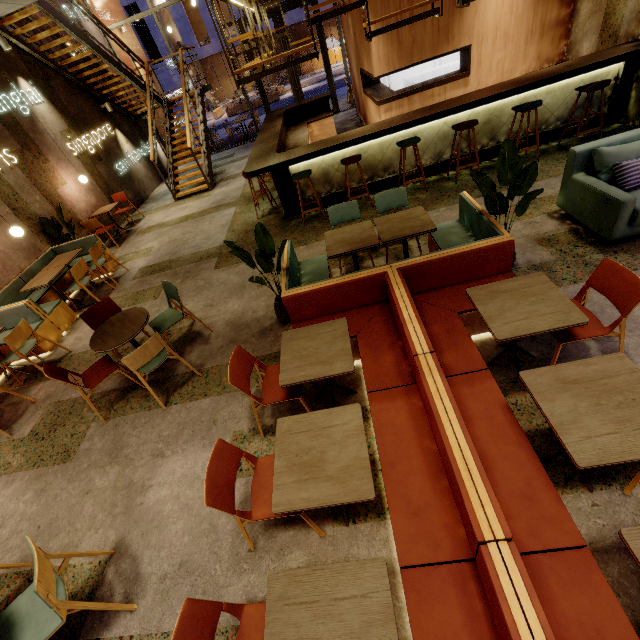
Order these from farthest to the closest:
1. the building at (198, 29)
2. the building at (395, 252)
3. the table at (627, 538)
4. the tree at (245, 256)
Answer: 1. the building at (198, 29)
2. the building at (395, 252)
3. the tree at (245, 256)
4. the table at (627, 538)

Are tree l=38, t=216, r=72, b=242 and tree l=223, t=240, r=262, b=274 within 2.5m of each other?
no

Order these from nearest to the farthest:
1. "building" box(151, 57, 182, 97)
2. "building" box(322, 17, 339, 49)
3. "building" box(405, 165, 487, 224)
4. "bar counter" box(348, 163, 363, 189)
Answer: "building" box(405, 165, 487, 224) < "bar counter" box(348, 163, 363, 189) < "building" box(151, 57, 182, 97) < "building" box(322, 17, 339, 49)

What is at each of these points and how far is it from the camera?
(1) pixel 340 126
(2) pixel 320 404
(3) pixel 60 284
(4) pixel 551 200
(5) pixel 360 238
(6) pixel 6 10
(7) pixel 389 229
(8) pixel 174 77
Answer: (1) building, 11.38m
(2) building, 3.32m
(3) seat, 6.82m
(4) building, 4.79m
(5) table, 3.97m
(6) building, 6.29m
(7) table, 3.94m
(8) building, 25.41m

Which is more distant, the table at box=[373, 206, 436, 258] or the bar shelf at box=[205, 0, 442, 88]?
the bar shelf at box=[205, 0, 442, 88]

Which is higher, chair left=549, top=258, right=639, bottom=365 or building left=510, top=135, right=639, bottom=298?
chair left=549, top=258, right=639, bottom=365

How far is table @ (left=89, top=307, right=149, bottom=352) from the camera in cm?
377

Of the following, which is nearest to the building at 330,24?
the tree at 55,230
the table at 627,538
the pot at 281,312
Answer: the tree at 55,230
